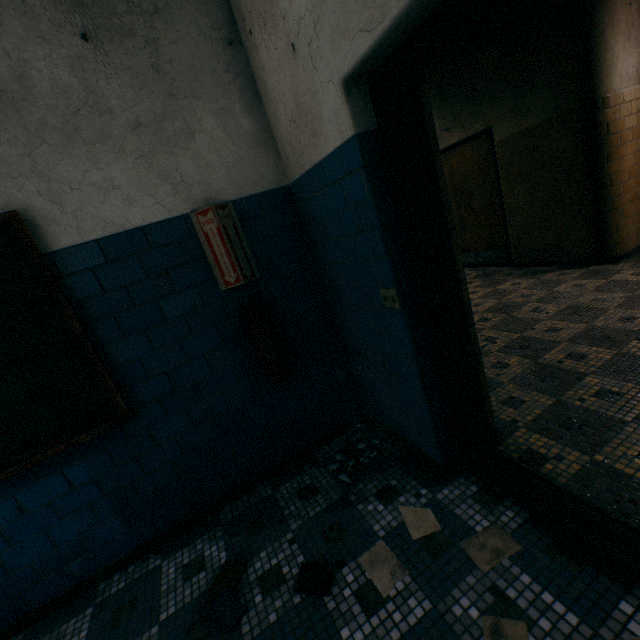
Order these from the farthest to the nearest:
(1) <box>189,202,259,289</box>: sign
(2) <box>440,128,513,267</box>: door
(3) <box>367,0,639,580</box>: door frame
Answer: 1. (2) <box>440,128,513,267</box>: door
2. (1) <box>189,202,259,289</box>: sign
3. (3) <box>367,0,639,580</box>: door frame

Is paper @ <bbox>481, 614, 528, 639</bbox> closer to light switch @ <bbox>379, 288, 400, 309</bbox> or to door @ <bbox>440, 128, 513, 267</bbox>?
light switch @ <bbox>379, 288, 400, 309</bbox>

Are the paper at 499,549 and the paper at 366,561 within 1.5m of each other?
yes

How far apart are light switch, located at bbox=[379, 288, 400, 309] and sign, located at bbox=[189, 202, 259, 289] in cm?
95

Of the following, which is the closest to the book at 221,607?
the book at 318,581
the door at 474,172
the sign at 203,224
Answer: the book at 318,581

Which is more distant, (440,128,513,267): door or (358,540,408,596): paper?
(440,128,513,267): door

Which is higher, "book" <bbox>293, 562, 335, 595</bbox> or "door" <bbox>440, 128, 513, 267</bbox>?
"door" <bbox>440, 128, 513, 267</bbox>

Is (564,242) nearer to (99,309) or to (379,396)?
(379,396)
